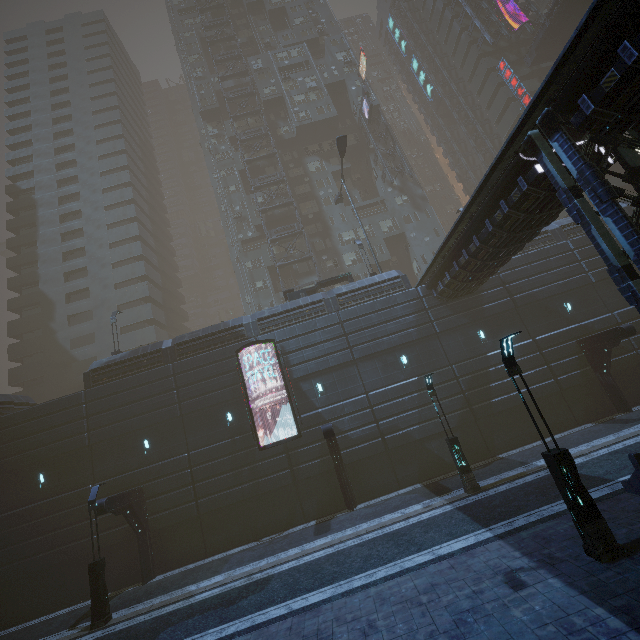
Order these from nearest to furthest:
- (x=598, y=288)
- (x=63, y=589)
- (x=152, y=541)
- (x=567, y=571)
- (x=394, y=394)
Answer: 1. (x=567, y=571)
2. (x=63, y=589)
3. (x=152, y=541)
4. (x=394, y=394)
5. (x=598, y=288)

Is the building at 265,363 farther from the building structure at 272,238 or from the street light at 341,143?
the street light at 341,143

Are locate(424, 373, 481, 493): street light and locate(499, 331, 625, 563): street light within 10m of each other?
yes

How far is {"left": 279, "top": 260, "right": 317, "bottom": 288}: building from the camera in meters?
37.5

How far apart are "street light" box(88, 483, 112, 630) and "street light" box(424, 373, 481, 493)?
16.77m

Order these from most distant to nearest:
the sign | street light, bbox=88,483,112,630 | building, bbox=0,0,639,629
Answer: the sign, building, bbox=0,0,639,629, street light, bbox=88,483,112,630

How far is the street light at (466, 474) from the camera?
14.9 meters

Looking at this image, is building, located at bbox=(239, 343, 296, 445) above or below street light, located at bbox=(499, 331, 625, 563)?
above
